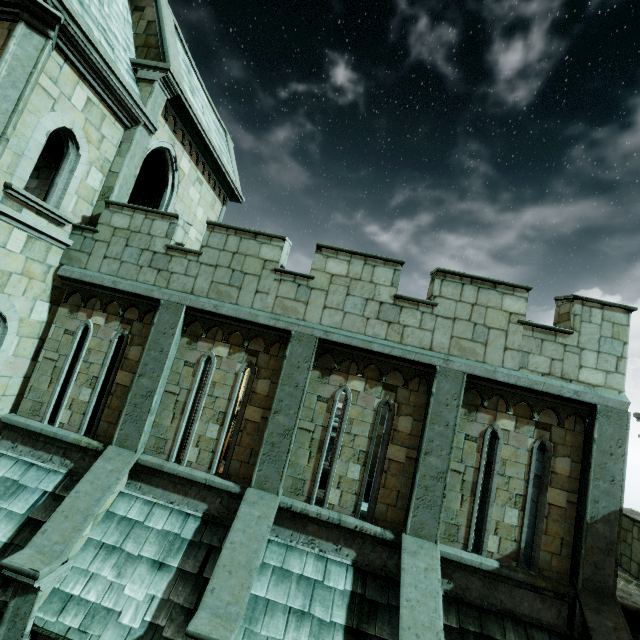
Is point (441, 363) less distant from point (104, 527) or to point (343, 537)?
point (343, 537)
